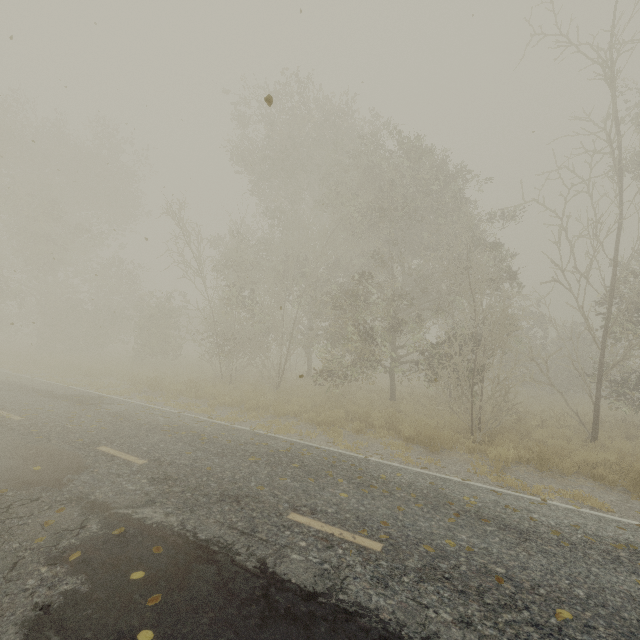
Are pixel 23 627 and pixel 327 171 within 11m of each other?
no
